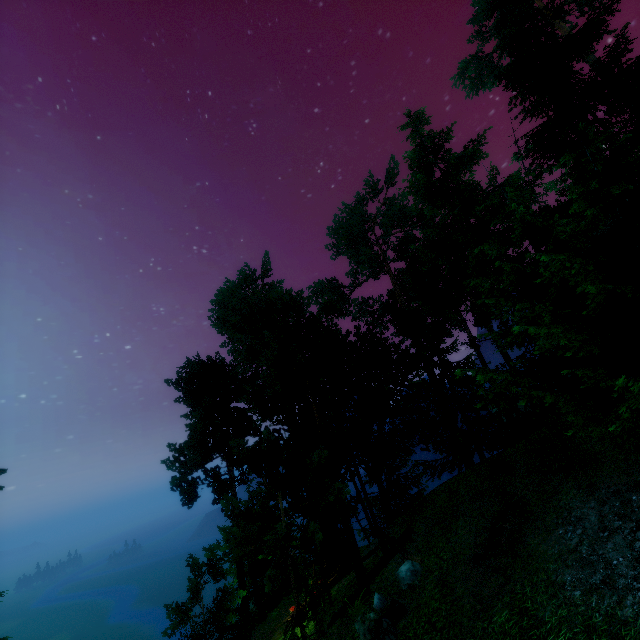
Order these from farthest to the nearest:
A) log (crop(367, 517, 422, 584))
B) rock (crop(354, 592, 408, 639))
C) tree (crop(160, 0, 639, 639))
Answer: log (crop(367, 517, 422, 584))
rock (crop(354, 592, 408, 639))
tree (crop(160, 0, 639, 639))

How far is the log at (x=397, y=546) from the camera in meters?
12.7 m

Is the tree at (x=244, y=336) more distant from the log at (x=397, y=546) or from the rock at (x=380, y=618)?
the rock at (x=380, y=618)

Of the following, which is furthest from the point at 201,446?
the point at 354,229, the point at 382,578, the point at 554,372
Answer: the point at 354,229

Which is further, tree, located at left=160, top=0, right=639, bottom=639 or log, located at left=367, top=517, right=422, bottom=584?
log, located at left=367, top=517, right=422, bottom=584

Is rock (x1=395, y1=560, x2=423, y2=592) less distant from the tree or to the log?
the log

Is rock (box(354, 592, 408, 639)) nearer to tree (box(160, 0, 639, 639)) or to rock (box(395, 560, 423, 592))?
rock (box(395, 560, 423, 592))

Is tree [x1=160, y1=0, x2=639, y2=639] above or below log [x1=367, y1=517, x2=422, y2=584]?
above
